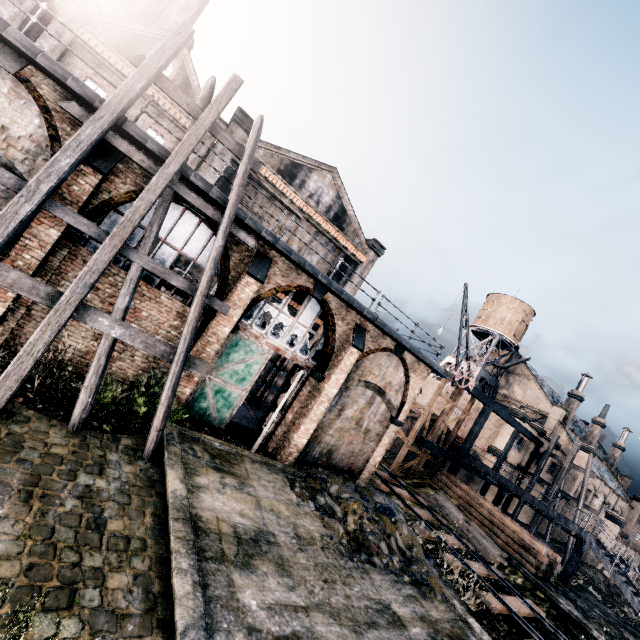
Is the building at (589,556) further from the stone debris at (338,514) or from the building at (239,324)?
the stone debris at (338,514)

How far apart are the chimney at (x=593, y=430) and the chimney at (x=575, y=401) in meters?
9.5

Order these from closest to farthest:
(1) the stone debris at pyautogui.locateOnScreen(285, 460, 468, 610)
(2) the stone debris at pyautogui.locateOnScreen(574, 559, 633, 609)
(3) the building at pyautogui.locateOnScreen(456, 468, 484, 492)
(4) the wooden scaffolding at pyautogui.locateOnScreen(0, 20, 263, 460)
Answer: (4) the wooden scaffolding at pyautogui.locateOnScreen(0, 20, 263, 460)
(1) the stone debris at pyautogui.locateOnScreen(285, 460, 468, 610)
(2) the stone debris at pyautogui.locateOnScreen(574, 559, 633, 609)
(3) the building at pyautogui.locateOnScreen(456, 468, 484, 492)

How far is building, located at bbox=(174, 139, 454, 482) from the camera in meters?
12.8

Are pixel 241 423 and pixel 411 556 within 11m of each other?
yes

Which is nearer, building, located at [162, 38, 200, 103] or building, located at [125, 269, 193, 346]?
building, located at [125, 269, 193, 346]

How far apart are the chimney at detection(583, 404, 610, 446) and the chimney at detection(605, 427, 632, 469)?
10.78m

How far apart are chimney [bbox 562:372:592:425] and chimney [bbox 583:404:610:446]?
9.47m
